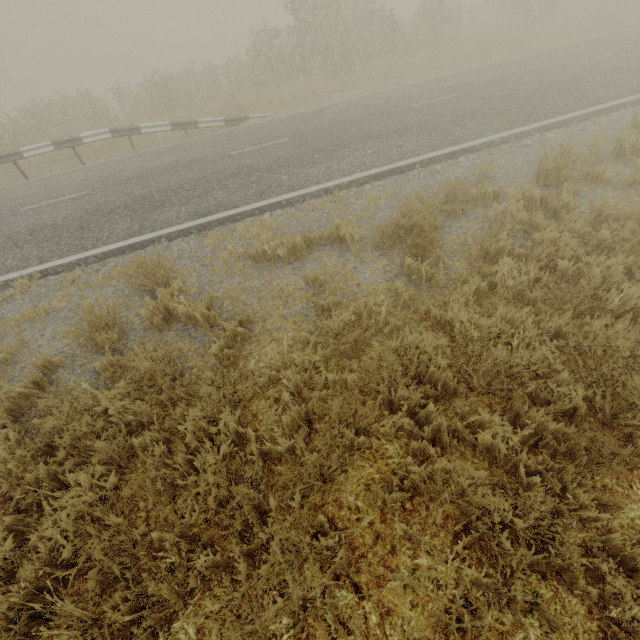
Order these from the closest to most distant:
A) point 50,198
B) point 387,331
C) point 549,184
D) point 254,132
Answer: point 387,331 < point 549,184 < point 50,198 < point 254,132

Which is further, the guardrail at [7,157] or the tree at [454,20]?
the tree at [454,20]

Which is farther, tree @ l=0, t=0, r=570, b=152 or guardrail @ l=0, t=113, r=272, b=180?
tree @ l=0, t=0, r=570, b=152
